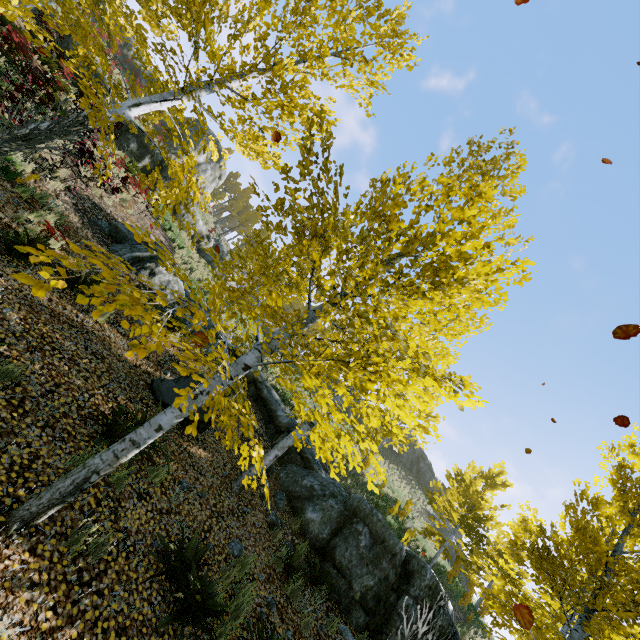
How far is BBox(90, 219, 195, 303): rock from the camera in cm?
1016

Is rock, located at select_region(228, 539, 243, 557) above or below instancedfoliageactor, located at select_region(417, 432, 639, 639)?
below

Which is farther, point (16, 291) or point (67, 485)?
point (16, 291)

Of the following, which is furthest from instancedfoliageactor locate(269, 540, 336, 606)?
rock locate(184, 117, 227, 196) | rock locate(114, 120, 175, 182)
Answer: rock locate(184, 117, 227, 196)

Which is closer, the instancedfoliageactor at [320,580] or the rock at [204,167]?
the instancedfoliageactor at [320,580]

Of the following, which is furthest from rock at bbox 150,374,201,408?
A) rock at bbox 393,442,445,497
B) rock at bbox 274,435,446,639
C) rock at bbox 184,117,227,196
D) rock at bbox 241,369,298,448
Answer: rock at bbox 184,117,227,196

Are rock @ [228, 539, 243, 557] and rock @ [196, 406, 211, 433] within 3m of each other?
yes

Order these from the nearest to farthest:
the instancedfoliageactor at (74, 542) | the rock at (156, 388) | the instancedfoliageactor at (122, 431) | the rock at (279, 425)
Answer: the instancedfoliageactor at (122, 431)
the instancedfoliageactor at (74, 542)
the rock at (156, 388)
the rock at (279, 425)
